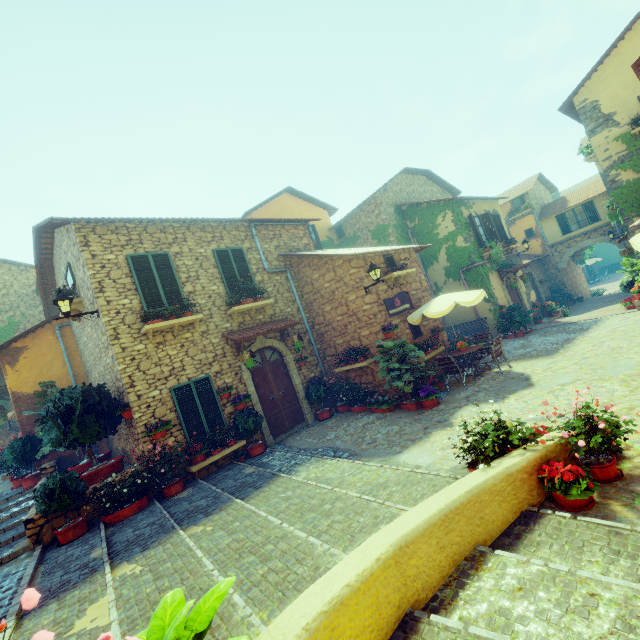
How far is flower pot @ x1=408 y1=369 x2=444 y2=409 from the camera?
8.8 meters

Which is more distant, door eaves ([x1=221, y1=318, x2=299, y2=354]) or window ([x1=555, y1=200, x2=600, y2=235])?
window ([x1=555, y1=200, x2=600, y2=235])

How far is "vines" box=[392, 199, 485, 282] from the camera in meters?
15.8 m

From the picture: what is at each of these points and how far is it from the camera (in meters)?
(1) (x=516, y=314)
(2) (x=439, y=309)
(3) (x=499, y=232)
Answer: (1) potted tree, 15.05
(2) table, 9.77
(3) window, 17.86

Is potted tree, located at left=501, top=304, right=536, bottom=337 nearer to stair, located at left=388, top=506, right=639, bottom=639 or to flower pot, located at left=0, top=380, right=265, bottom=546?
stair, located at left=388, top=506, right=639, bottom=639

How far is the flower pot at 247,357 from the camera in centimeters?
928cm

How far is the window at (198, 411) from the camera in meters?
8.4

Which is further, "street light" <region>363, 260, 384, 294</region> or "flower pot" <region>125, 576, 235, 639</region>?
"street light" <region>363, 260, 384, 294</region>
